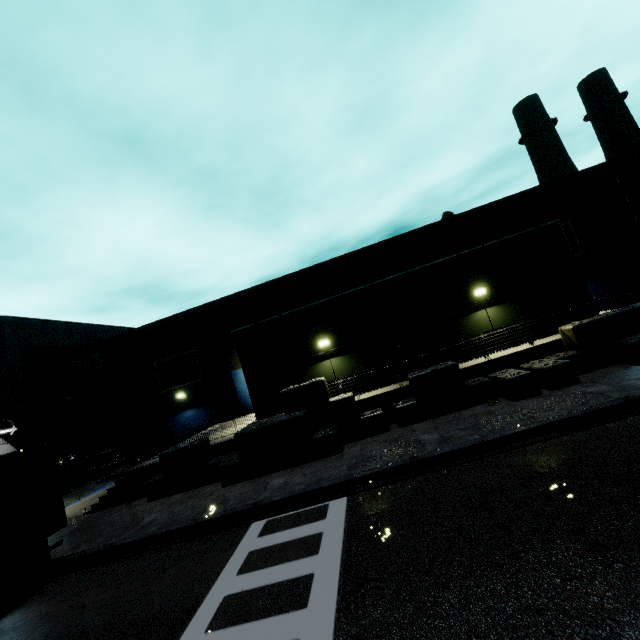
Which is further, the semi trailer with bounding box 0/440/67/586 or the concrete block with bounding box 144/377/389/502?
the concrete block with bounding box 144/377/389/502

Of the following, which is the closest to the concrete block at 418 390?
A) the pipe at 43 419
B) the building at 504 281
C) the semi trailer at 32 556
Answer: the building at 504 281

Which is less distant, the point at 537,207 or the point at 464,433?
the point at 464,433

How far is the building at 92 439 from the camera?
29.6 meters

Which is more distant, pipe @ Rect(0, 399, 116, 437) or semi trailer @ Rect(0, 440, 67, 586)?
pipe @ Rect(0, 399, 116, 437)

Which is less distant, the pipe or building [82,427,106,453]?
the pipe

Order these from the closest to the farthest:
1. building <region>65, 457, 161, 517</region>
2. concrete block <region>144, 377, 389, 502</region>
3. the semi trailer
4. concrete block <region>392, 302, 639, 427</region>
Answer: the semi trailer < concrete block <region>392, 302, 639, 427</region> < concrete block <region>144, 377, 389, 502</region> < building <region>65, 457, 161, 517</region>

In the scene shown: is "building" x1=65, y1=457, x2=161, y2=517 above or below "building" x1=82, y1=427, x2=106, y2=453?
below
